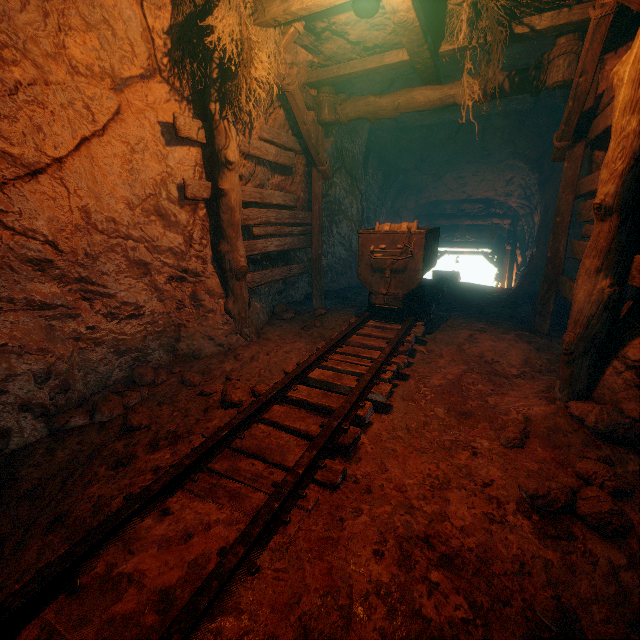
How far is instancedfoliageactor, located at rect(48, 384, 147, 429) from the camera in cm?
298

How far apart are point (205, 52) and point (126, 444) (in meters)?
4.34

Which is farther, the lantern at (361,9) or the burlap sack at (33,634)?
the lantern at (361,9)

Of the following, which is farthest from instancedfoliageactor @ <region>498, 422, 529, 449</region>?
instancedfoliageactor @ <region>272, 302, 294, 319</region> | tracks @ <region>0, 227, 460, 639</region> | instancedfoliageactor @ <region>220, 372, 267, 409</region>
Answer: instancedfoliageactor @ <region>272, 302, 294, 319</region>

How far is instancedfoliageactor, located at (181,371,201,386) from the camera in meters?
3.7 m

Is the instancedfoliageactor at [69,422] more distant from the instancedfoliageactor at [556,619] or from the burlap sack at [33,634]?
the instancedfoliageactor at [556,619]

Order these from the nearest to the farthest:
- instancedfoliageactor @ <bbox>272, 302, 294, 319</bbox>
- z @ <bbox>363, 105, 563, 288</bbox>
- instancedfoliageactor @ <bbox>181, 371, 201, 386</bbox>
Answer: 1. instancedfoliageactor @ <bbox>181, 371, 201, 386</bbox>
2. instancedfoliageactor @ <bbox>272, 302, 294, 319</bbox>
3. z @ <bbox>363, 105, 563, 288</bbox>

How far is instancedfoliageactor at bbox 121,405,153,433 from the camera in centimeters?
277cm
